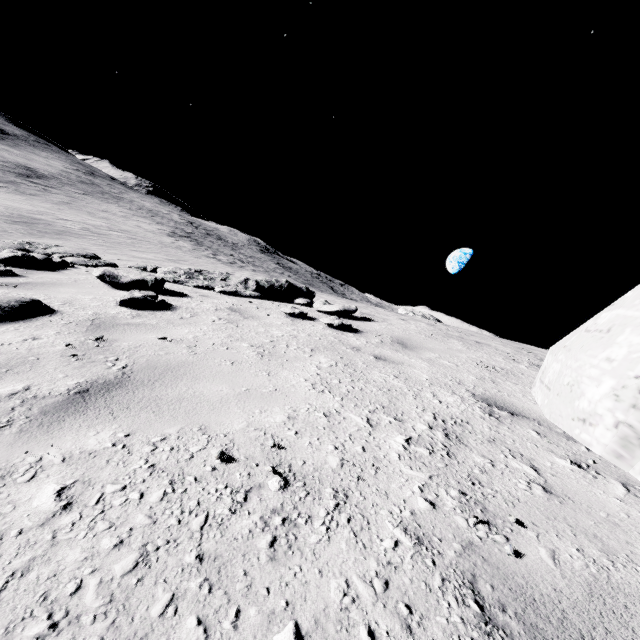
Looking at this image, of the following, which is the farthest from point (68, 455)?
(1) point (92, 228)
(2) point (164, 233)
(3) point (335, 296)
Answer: (2) point (164, 233)

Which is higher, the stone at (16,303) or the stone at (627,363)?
the stone at (627,363)

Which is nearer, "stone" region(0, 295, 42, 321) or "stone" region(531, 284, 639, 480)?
"stone" region(531, 284, 639, 480)

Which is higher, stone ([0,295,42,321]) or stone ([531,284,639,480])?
stone ([531,284,639,480])

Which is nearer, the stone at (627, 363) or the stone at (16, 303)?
the stone at (627, 363)
